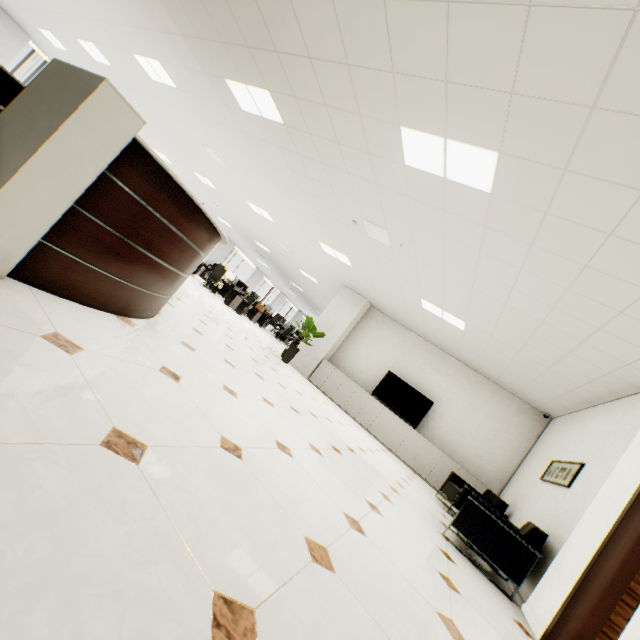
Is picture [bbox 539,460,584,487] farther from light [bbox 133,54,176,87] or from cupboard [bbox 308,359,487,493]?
light [bbox 133,54,176,87]

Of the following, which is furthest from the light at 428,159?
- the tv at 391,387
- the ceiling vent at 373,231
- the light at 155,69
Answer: the tv at 391,387

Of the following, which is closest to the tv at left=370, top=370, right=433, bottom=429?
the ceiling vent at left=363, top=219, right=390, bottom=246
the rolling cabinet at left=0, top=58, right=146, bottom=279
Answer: the ceiling vent at left=363, top=219, right=390, bottom=246

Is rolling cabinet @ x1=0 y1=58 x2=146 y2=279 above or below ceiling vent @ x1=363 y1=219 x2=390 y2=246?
below

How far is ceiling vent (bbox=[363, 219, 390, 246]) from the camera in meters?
5.2 m

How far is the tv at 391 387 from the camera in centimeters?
827cm

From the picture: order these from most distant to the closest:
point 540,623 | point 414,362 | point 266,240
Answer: point 266,240 < point 414,362 < point 540,623

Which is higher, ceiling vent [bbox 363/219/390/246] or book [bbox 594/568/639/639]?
ceiling vent [bbox 363/219/390/246]
